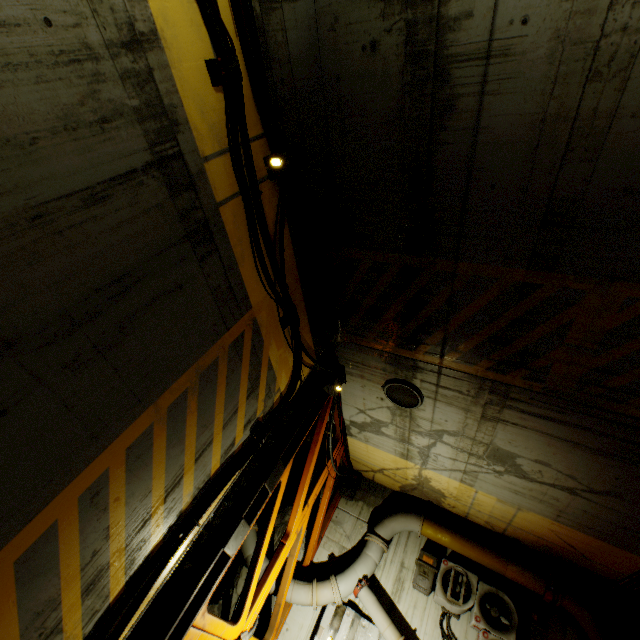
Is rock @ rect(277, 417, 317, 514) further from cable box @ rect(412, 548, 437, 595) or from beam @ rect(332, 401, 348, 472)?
cable box @ rect(412, 548, 437, 595)

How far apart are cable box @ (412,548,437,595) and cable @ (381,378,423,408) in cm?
435

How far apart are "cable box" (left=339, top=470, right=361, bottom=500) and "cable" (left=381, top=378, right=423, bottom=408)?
4.3m

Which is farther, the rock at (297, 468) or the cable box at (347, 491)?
the cable box at (347, 491)

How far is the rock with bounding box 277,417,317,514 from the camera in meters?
8.4

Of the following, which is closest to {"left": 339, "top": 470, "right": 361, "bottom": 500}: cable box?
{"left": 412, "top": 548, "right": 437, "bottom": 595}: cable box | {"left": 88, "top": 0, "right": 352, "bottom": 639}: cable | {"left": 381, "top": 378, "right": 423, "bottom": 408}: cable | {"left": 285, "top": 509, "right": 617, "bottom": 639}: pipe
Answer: {"left": 88, "top": 0, "right": 352, "bottom": 639}: cable

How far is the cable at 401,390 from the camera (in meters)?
6.30

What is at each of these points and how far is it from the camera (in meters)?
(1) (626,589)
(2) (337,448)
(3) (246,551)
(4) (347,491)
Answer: (1) pipe, 6.92
(2) beam, 8.52
(3) pipe, 8.14
(4) cable box, 9.70
